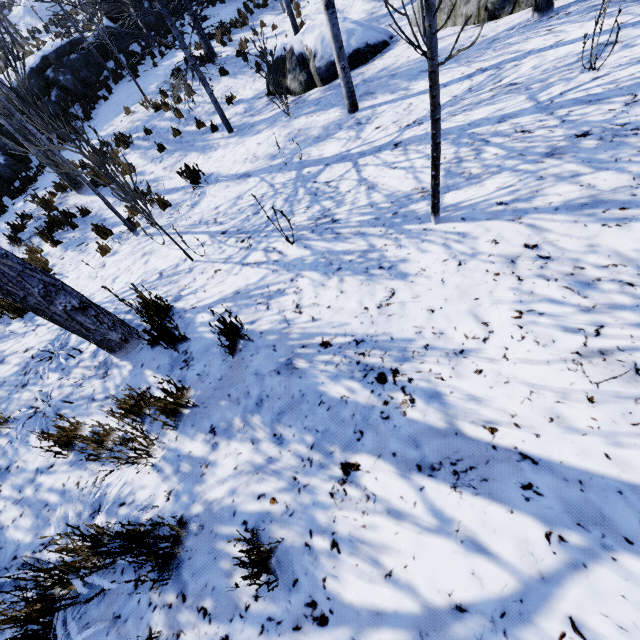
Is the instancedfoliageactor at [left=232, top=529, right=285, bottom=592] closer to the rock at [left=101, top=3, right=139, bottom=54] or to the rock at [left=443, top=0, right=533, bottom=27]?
the rock at [left=101, top=3, right=139, bottom=54]

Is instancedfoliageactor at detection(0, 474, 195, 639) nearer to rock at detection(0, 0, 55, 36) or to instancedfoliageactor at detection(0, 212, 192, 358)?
instancedfoliageactor at detection(0, 212, 192, 358)

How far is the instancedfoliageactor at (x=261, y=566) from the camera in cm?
139

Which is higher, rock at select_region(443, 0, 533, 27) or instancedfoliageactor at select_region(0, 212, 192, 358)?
instancedfoliageactor at select_region(0, 212, 192, 358)

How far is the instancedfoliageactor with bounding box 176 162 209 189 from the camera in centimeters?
658cm

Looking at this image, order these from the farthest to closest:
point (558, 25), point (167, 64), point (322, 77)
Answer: point (167, 64), point (322, 77), point (558, 25)

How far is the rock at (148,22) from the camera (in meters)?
15.48

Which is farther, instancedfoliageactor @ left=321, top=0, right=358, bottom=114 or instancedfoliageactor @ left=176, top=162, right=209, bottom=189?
instancedfoliageactor @ left=176, top=162, right=209, bottom=189
